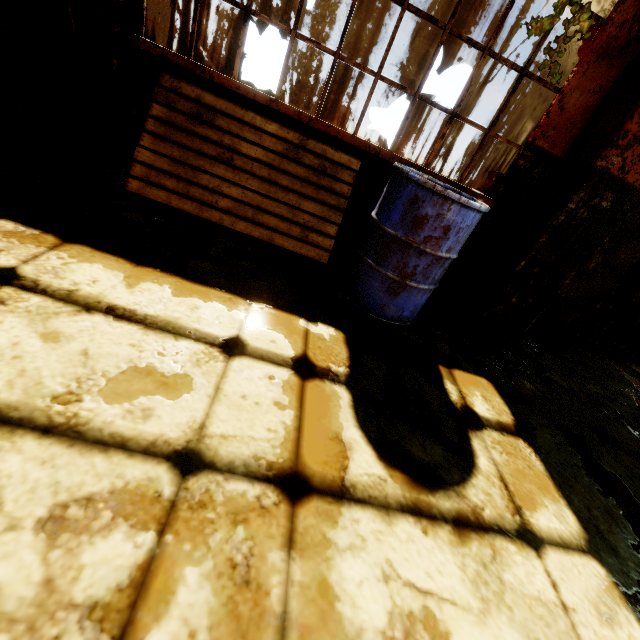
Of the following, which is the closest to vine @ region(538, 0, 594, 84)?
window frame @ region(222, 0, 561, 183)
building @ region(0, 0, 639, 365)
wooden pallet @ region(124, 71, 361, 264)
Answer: building @ region(0, 0, 639, 365)

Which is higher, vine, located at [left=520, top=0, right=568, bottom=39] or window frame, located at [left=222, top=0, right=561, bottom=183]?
window frame, located at [left=222, top=0, right=561, bottom=183]

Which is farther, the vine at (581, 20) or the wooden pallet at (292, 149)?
the wooden pallet at (292, 149)

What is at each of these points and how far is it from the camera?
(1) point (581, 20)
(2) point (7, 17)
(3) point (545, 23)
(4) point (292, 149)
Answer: (1) vine, 1.7 meters
(2) building, 2.0 meters
(3) vine, 1.7 meters
(4) wooden pallet, 2.6 meters

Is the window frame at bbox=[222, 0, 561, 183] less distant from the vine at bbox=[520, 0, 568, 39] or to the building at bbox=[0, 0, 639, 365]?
the building at bbox=[0, 0, 639, 365]

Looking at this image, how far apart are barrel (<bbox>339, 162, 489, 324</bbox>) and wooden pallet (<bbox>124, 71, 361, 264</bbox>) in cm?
20

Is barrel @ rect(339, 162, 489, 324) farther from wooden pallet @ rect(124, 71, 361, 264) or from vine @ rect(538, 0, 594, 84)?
vine @ rect(538, 0, 594, 84)

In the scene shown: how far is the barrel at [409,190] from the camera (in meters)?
2.00
